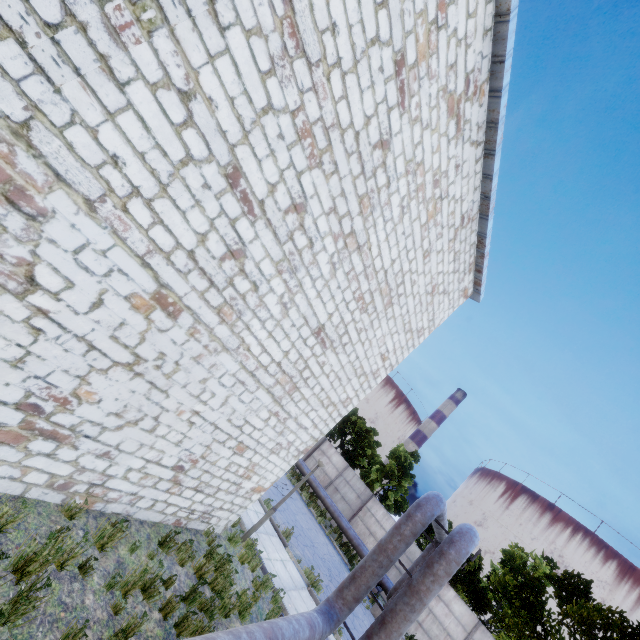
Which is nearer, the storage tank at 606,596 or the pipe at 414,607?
the pipe at 414,607

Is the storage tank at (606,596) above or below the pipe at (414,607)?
above

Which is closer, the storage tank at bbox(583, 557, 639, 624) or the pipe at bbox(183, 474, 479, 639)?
the pipe at bbox(183, 474, 479, 639)

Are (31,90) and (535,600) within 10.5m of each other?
no

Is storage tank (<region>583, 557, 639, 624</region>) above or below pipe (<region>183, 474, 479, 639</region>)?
above
